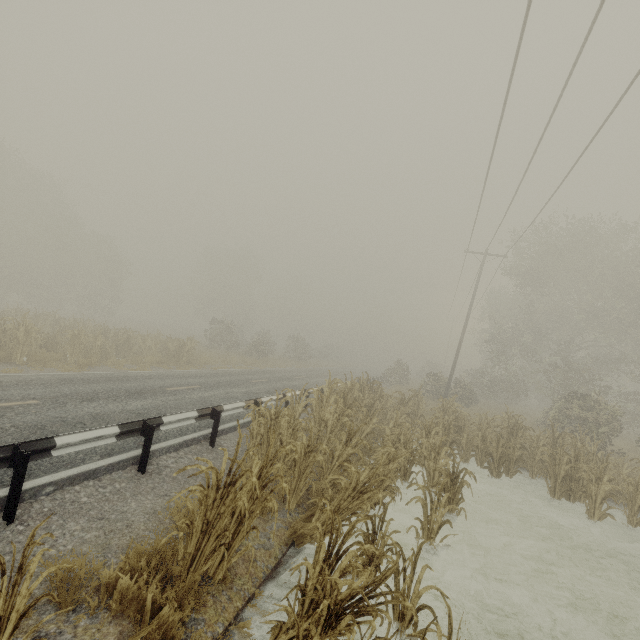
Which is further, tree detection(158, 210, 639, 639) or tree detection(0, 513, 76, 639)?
tree detection(158, 210, 639, 639)

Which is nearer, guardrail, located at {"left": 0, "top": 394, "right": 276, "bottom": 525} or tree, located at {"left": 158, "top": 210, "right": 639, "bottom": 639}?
tree, located at {"left": 158, "top": 210, "right": 639, "bottom": 639}

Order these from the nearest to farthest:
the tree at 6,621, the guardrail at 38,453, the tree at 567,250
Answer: the tree at 6,621 → the tree at 567,250 → the guardrail at 38,453

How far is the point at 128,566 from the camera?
3.4 meters

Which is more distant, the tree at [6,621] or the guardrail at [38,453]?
the guardrail at [38,453]

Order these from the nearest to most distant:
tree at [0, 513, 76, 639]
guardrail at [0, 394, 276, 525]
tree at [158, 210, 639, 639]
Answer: tree at [0, 513, 76, 639] → tree at [158, 210, 639, 639] → guardrail at [0, 394, 276, 525]
